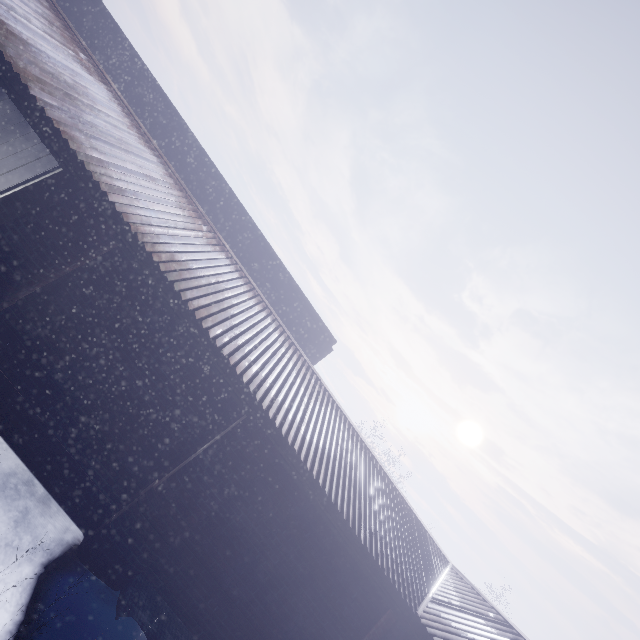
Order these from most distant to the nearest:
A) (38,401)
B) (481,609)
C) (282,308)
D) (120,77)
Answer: (282,308)
(120,77)
(481,609)
(38,401)
